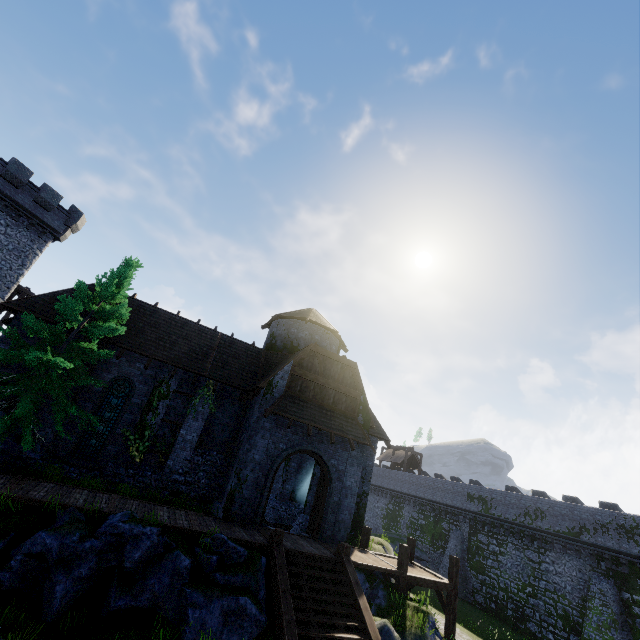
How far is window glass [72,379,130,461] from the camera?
15.02m

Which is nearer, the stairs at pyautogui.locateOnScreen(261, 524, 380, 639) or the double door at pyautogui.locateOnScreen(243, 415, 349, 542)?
the stairs at pyautogui.locateOnScreen(261, 524, 380, 639)

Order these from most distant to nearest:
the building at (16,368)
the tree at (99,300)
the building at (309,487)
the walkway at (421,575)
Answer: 1. the building at (309,487)
2. the building at (16,368)
3. the walkway at (421,575)
4. the tree at (99,300)

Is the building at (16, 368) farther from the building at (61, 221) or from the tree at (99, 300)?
the building at (61, 221)

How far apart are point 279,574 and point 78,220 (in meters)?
33.53

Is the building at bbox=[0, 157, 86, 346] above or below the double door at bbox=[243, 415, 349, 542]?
above

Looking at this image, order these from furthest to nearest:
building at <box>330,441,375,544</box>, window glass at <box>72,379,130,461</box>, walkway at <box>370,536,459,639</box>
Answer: building at <box>330,441,375,544</box>, window glass at <box>72,379,130,461</box>, walkway at <box>370,536,459,639</box>

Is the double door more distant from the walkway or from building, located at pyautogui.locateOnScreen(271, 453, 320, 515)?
the walkway
